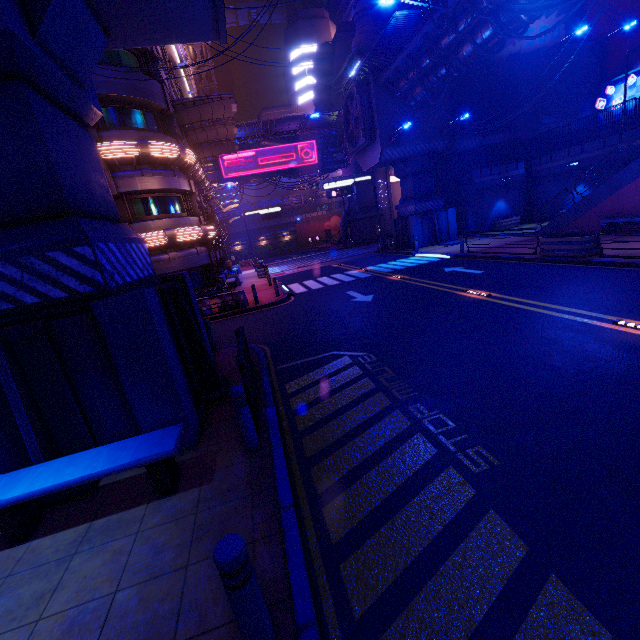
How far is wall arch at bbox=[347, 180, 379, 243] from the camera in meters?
44.5 m

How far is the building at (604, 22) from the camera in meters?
25.5

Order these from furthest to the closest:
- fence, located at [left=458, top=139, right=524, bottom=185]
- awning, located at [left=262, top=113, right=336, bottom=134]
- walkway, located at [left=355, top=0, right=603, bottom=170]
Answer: awning, located at [left=262, top=113, right=336, bottom=134] → fence, located at [left=458, top=139, right=524, bottom=185] → walkway, located at [left=355, top=0, right=603, bottom=170]

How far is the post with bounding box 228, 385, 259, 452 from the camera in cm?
473

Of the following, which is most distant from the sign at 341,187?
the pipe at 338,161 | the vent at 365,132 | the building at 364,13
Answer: the building at 364,13

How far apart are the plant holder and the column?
13.7 meters

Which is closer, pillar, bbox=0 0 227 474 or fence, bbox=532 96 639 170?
pillar, bbox=0 0 227 474

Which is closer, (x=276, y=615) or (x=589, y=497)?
(x=276, y=615)
